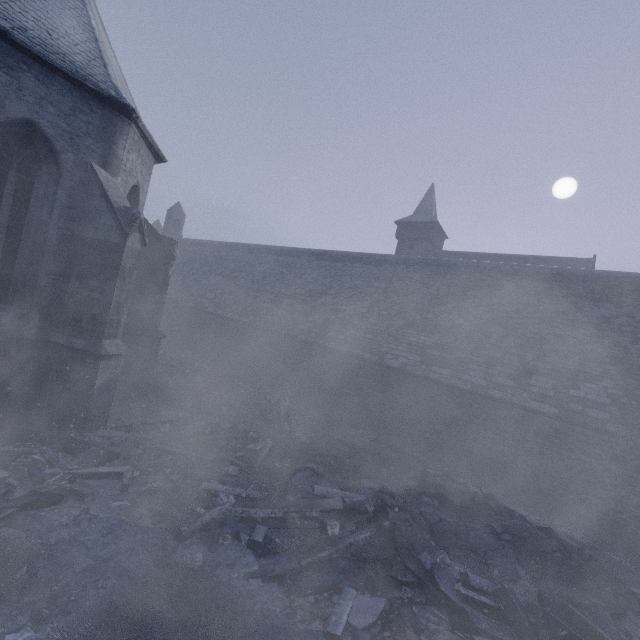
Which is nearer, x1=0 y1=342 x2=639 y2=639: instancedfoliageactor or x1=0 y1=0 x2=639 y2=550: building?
x1=0 y1=342 x2=639 y2=639: instancedfoliageactor

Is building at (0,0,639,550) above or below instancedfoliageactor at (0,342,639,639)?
above

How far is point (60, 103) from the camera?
6.27m

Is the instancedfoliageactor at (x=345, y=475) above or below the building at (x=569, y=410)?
below

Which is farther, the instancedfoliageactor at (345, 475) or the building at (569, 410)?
the building at (569, 410)
